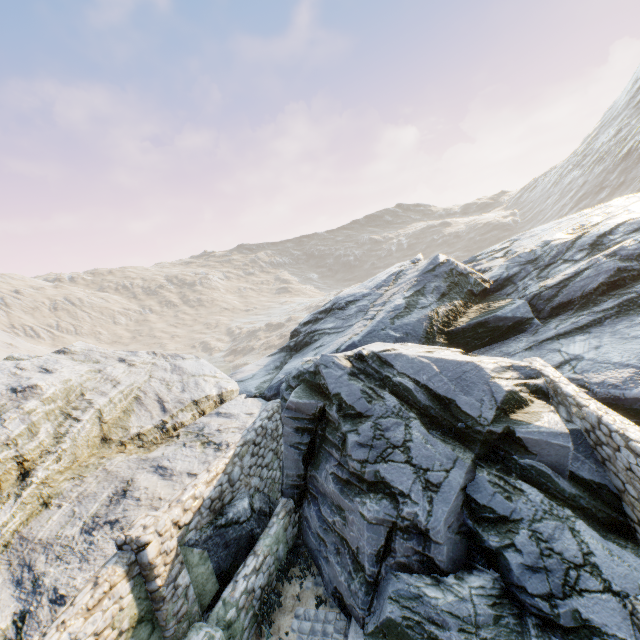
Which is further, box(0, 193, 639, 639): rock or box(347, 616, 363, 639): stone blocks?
box(347, 616, 363, 639): stone blocks

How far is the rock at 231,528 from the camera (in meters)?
7.06

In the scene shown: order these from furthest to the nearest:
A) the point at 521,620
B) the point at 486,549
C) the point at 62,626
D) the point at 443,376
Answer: the point at 443,376 → the point at 486,549 → the point at 521,620 → the point at 62,626

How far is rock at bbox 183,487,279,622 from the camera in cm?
706

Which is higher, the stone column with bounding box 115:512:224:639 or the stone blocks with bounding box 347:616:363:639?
the stone column with bounding box 115:512:224:639

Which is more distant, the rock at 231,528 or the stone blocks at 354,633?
the rock at 231,528

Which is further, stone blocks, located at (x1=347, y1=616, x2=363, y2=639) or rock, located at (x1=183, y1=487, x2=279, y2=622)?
rock, located at (x1=183, y1=487, x2=279, y2=622)

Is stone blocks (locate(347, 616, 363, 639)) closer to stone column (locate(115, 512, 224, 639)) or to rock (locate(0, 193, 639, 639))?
rock (locate(0, 193, 639, 639))
